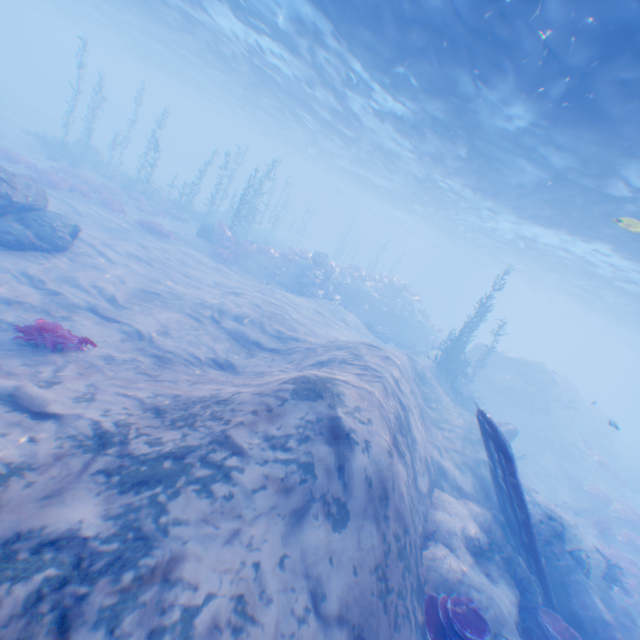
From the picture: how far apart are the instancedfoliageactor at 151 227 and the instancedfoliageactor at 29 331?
14.0m

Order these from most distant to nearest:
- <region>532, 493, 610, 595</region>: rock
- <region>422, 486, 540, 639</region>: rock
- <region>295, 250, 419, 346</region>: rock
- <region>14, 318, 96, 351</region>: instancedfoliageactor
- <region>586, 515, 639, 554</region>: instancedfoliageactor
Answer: <region>295, 250, 419, 346</region>: rock < <region>586, 515, 639, 554</region>: instancedfoliageactor < <region>532, 493, 610, 595</region>: rock < <region>14, 318, 96, 351</region>: instancedfoliageactor < <region>422, 486, 540, 639</region>: rock

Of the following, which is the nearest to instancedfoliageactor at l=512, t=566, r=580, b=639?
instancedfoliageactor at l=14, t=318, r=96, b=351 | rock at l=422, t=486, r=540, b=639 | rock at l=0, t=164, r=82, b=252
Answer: rock at l=422, t=486, r=540, b=639

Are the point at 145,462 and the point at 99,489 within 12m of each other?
Answer: yes

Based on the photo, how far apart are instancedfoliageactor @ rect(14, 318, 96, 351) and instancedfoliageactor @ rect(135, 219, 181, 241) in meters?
14.0

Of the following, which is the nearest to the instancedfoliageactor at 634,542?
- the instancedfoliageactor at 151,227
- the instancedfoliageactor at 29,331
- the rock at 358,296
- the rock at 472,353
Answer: the rock at 472,353

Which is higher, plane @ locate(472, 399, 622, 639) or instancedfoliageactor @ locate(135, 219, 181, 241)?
plane @ locate(472, 399, 622, 639)

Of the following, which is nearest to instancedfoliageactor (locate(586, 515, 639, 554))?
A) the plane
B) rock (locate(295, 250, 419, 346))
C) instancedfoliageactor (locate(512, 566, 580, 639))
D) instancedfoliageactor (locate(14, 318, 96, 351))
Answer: the plane
